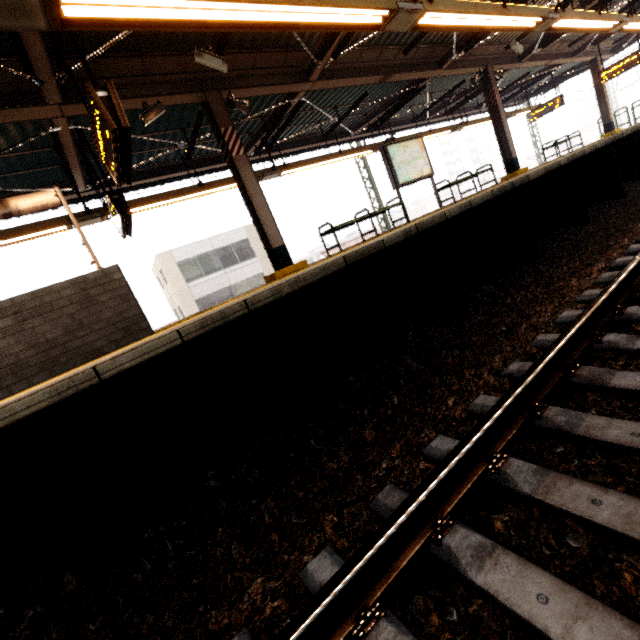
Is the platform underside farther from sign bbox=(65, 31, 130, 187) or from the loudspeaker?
the loudspeaker

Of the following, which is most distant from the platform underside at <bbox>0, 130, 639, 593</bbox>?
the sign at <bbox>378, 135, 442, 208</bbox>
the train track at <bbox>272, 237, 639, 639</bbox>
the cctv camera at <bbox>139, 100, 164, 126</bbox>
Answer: the cctv camera at <bbox>139, 100, 164, 126</bbox>

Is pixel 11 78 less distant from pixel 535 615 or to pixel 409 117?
pixel 535 615

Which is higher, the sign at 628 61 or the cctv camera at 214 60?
the cctv camera at 214 60

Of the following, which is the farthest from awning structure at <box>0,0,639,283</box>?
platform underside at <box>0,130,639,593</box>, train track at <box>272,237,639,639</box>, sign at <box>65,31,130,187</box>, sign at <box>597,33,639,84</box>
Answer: train track at <box>272,237,639,639</box>

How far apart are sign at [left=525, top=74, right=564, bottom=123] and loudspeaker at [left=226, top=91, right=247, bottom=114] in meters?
16.7

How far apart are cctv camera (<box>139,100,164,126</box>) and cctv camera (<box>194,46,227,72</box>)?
1.05m

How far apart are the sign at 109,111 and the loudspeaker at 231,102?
2.6 meters
